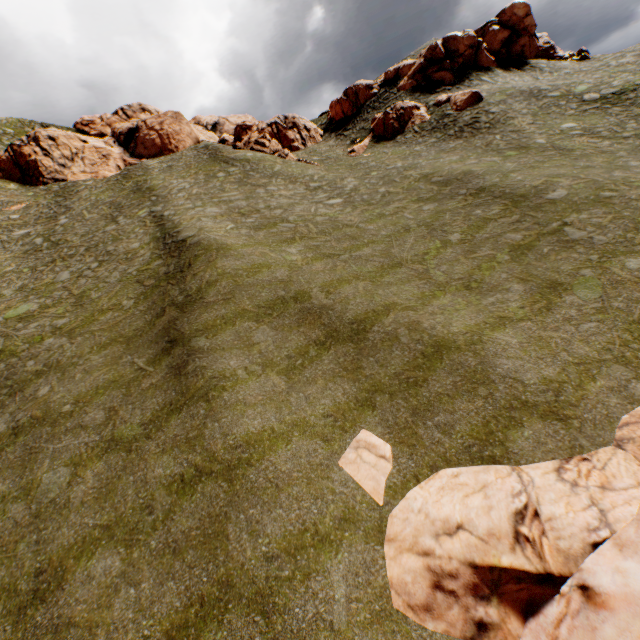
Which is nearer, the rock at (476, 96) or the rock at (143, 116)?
the rock at (476, 96)

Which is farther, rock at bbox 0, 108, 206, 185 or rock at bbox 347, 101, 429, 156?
rock at bbox 0, 108, 206, 185

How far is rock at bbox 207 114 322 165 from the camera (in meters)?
38.75

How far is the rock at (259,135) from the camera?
38.8 meters

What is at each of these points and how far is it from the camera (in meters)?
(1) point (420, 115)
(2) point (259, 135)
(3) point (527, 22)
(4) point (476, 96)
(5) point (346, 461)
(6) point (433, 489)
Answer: (1) rock, 36.38
(2) rock, 40.25
(3) rock, 41.91
(4) rock, 33.03
(5) rock, 9.52
(6) rock, 8.49

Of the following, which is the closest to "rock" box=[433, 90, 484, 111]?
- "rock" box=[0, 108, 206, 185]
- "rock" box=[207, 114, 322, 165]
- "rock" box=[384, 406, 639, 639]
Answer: "rock" box=[207, 114, 322, 165]

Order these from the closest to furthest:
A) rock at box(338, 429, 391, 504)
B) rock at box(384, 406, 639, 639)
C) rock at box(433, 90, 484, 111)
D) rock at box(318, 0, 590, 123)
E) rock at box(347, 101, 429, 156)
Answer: rock at box(384, 406, 639, 639), rock at box(338, 429, 391, 504), rock at box(433, 90, 484, 111), rock at box(347, 101, 429, 156), rock at box(318, 0, 590, 123)

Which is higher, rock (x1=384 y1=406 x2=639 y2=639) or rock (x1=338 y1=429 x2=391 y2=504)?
rock (x1=338 y1=429 x2=391 y2=504)
